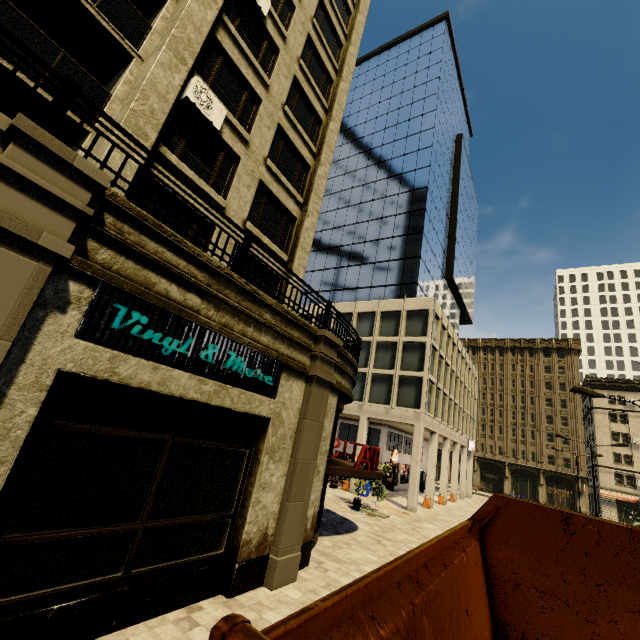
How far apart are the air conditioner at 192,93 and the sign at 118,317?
7.1 meters

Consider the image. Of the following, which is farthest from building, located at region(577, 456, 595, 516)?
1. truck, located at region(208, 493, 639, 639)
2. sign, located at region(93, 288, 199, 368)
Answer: truck, located at region(208, 493, 639, 639)

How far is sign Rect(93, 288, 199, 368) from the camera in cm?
541

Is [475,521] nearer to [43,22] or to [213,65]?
[213,65]

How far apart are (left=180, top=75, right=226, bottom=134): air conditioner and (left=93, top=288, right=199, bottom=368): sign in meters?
7.1 m

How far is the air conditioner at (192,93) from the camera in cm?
957
